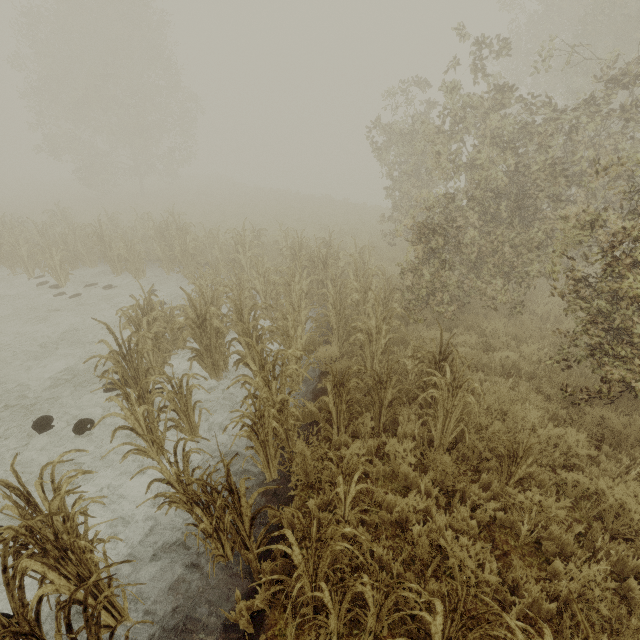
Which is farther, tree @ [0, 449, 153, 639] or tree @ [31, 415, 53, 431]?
tree @ [31, 415, 53, 431]

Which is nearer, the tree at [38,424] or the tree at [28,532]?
the tree at [28,532]

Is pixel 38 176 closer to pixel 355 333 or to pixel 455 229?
pixel 355 333

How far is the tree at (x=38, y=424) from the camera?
5.5m

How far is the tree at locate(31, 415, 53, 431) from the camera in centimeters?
549cm

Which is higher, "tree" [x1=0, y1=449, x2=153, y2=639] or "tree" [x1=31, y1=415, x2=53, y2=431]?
"tree" [x1=0, y1=449, x2=153, y2=639]
